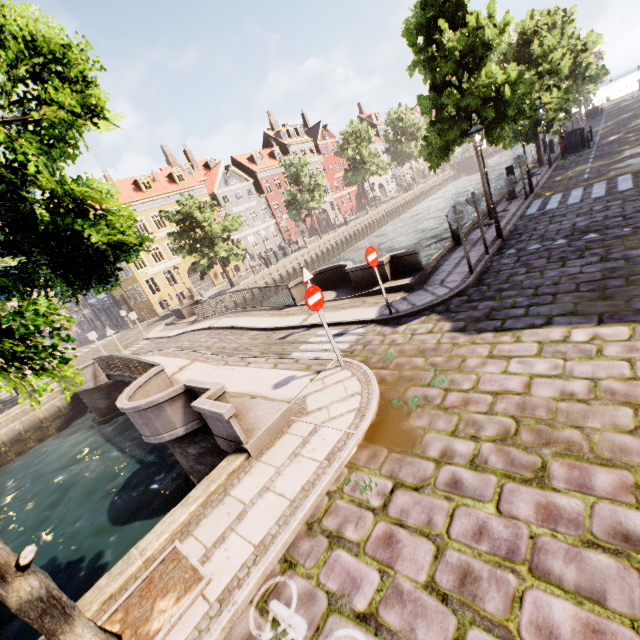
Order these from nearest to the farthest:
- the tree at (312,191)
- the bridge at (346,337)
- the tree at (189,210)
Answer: the bridge at (346,337) → the tree at (189,210) → the tree at (312,191)

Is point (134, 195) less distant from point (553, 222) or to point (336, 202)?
point (336, 202)

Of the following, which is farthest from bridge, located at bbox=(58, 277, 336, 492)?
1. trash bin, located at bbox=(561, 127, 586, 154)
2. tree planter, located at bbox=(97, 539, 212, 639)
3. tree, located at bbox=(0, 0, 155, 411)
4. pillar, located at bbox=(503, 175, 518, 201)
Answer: trash bin, located at bbox=(561, 127, 586, 154)

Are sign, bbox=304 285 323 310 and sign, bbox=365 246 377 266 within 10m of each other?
yes

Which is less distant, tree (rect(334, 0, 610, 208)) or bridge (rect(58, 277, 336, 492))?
bridge (rect(58, 277, 336, 492))

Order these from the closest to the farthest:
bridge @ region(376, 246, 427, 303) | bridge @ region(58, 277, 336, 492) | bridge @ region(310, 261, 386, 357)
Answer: bridge @ region(58, 277, 336, 492) → bridge @ region(310, 261, 386, 357) → bridge @ region(376, 246, 427, 303)

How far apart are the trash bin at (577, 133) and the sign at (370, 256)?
23.3m
